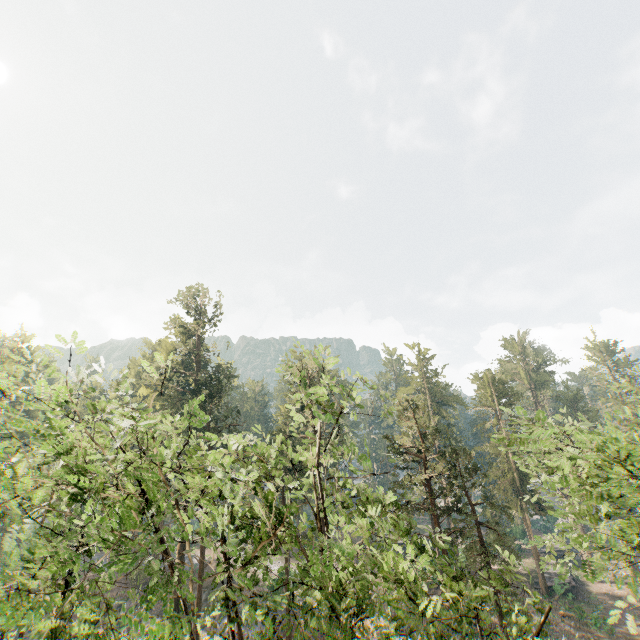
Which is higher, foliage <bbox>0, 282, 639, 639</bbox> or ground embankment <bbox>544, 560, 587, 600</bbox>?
foliage <bbox>0, 282, 639, 639</bbox>

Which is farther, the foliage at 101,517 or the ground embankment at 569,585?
the ground embankment at 569,585

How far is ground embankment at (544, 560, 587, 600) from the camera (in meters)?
35.62

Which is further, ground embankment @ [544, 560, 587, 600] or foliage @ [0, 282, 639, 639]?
ground embankment @ [544, 560, 587, 600]

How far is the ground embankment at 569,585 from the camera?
35.6m

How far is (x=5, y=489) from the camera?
46.7m
